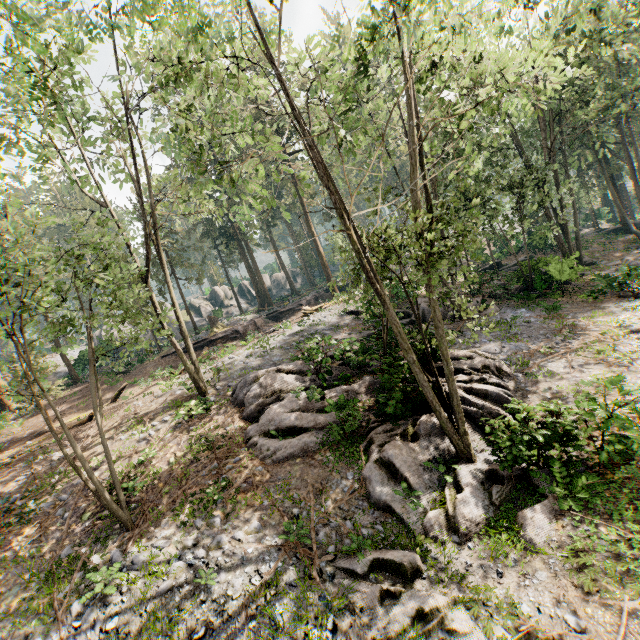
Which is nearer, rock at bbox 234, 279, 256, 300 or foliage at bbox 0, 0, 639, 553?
foliage at bbox 0, 0, 639, 553

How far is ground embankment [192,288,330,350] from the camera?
28.4m

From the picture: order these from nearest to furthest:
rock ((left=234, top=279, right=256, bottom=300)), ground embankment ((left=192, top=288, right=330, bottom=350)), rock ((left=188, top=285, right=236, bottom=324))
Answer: ground embankment ((left=192, top=288, right=330, bottom=350)), rock ((left=188, top=285, right=236, bottom=324)), rock ((left=234, top=279, right=256, bottom=300))

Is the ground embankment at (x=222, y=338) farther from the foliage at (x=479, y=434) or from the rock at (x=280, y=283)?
the rock at (x=280, y=283)

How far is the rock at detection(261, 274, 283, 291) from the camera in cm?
5819

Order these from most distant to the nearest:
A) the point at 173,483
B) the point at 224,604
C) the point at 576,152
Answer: the point at 576,152, the point at 173,483, the point at 224,604

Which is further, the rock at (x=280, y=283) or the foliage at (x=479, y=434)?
the rock at (x=280, y=283)
